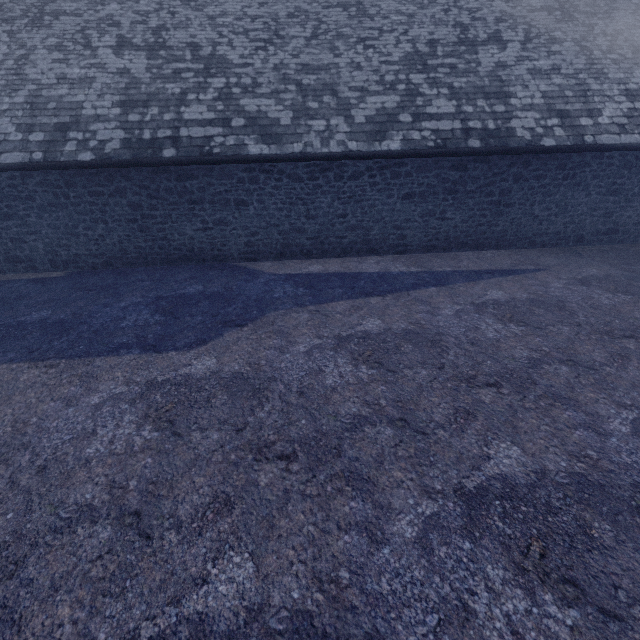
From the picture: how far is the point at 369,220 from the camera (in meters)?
9.38
